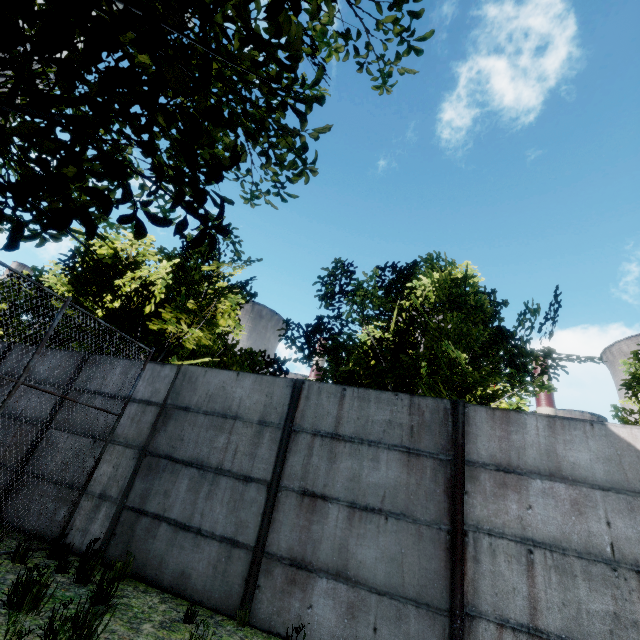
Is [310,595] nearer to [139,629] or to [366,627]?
[366,627]
